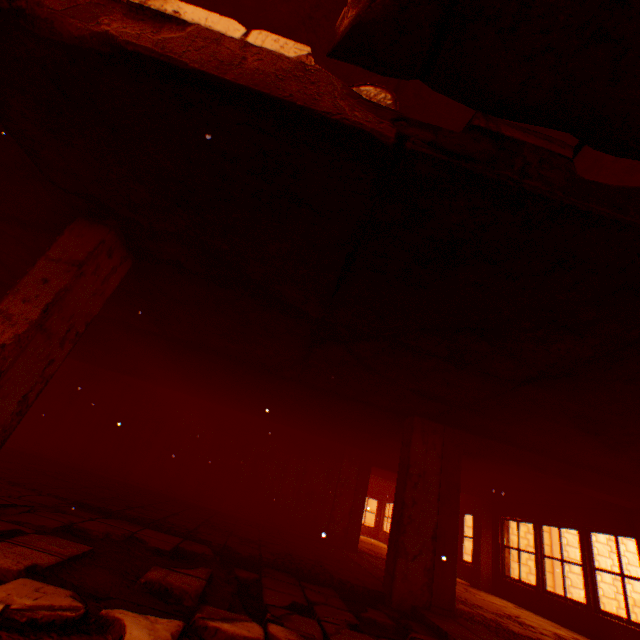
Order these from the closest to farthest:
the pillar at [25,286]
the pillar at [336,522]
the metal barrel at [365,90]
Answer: the metal barrel at [365,90] < the pillar at [25,286] < the pillar at [336,522]

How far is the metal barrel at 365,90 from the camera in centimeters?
197cm

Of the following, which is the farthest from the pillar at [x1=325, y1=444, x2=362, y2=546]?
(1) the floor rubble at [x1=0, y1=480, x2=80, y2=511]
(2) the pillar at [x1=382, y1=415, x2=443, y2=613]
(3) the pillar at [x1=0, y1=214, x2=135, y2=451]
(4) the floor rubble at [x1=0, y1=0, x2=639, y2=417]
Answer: (3) the pillar at [x1=0, y1=214, x2=135, y2=451]

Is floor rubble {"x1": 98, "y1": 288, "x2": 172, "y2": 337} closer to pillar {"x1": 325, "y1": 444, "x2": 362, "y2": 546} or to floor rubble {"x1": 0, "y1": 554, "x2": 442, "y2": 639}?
floor rubble {"x1": 0, "y1": 554, "x2": 442, "y2": 639}

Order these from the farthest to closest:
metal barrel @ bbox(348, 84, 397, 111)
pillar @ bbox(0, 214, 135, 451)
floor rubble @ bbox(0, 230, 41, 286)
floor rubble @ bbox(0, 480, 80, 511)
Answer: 1. floor rubble @ bbox(0, 230, 41, 286)
2. floor rubble @ bbox(0, 480, 80, 511)
3. pillar @ bbox(0, 214, 135, 451)
4. metal barrel @ bbox(348, 84, 397, 111)

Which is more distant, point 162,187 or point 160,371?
point 160,371

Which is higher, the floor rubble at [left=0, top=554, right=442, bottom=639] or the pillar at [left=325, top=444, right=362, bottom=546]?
the pillar at [left=325, top=444, right=362, bottom=546]
